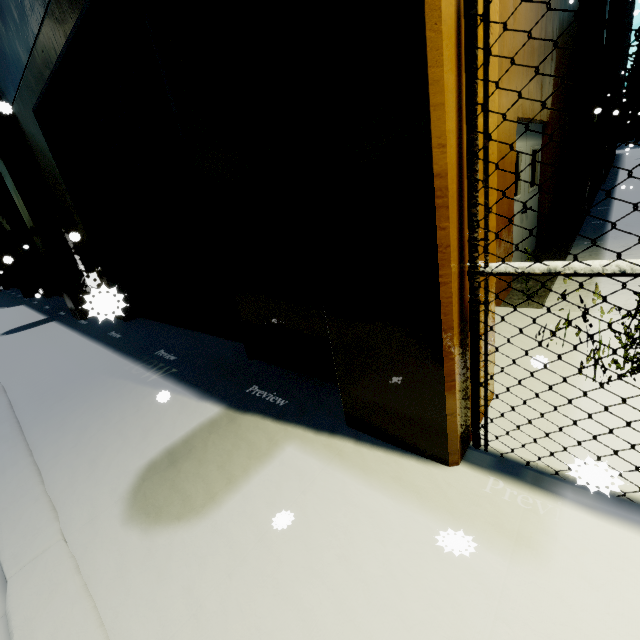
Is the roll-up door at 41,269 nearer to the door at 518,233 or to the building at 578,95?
the building at 578,95

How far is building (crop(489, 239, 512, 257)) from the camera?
2.32m

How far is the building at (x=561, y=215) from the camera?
8.2 meters

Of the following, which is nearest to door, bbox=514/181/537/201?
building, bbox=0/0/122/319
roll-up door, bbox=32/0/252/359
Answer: building, bbox=0/0/122/319

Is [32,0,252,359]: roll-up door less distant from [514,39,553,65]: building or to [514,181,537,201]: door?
[514,39,553,65]: building

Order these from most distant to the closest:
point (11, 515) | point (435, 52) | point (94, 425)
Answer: point (94, 425)
point (11, 515)
point (435, 52)
